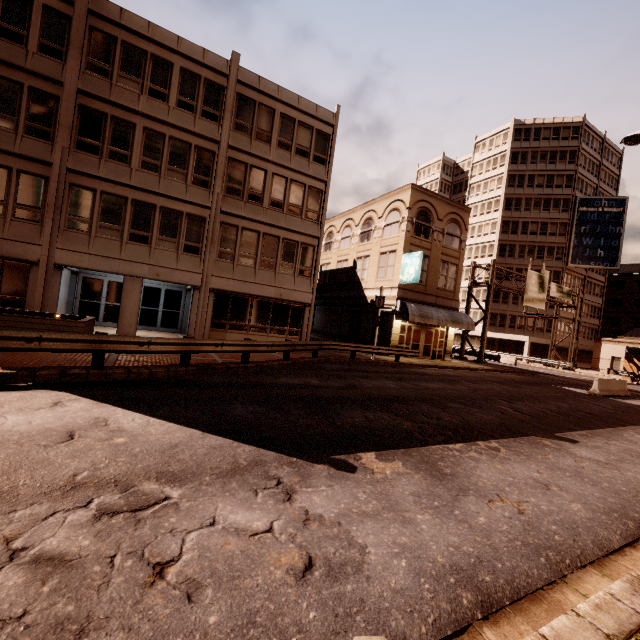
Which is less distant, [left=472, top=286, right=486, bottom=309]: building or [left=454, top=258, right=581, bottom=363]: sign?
[left=454, top=258, right=581, bottom=363]: sign

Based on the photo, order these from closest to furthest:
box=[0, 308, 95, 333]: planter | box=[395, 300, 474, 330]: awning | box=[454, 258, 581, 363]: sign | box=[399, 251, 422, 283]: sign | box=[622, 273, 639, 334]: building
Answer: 1. box=[0, 308, 95, 333]: planter
2. box=[399, 251, 422, 283]: sign
3. box=[395, 300, 474, 330]: awning
4. box=[454, 258, 581, 363]: sign
5. box=[622, 273, 639, 334]: building

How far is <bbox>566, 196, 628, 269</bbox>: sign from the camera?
47.2 meters

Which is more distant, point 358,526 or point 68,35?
point 68,35

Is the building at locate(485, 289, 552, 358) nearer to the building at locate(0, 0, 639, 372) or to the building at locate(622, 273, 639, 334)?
the building at locate(622, 273, 639, 334)

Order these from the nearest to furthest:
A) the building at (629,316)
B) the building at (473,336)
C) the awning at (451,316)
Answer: the awning at (451,316), the building at (473,336), the building at (629,316)

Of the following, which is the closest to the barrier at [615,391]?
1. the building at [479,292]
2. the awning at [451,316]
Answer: the awning at [451,316]

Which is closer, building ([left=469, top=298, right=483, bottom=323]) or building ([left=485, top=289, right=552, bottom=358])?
building ([left=485, top=289, right=552, bottom=358])
